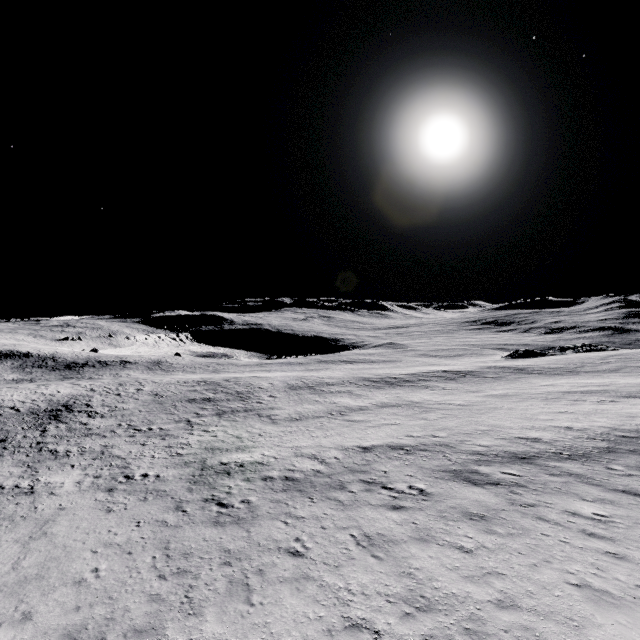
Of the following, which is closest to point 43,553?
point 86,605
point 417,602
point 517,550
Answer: point 86,605
